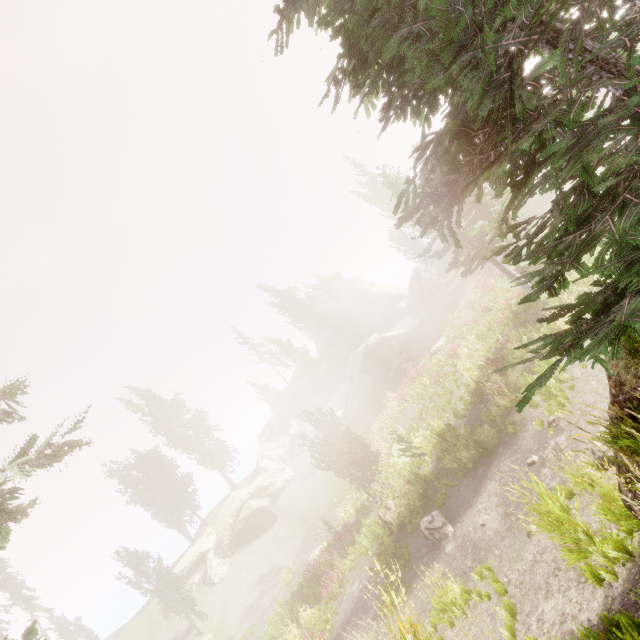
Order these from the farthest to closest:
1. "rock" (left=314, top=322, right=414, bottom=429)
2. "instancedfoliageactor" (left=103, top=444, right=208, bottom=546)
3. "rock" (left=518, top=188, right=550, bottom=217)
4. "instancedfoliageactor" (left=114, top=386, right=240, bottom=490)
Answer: "instancedfoliageactor" (left=114, top=386, right=240, bottom=490)
"instancedfoliageactor" (left=103, top=444, right=208, bottom=546)
"rock" (left=314, top=322, right=414, bottom=429)
"rock" (left=518, top=188, right=550, bottom=217)

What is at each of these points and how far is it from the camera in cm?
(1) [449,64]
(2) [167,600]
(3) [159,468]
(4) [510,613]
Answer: (1) instancedfoliageactor, 306
(2) instancedfoliageactor, 2894
(3) instancedfoliageactor, 4291
(4) instancedfoliageactor, 680

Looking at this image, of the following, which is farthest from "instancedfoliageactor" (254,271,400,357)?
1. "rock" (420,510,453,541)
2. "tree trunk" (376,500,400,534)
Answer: "tree trunk" (376,500,400,534)

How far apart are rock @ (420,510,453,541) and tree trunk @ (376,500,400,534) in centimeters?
264cm

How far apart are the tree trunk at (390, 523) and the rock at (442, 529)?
2.64m

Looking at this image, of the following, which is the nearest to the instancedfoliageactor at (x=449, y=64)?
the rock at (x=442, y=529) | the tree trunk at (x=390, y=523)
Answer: the rock at (x=442, y=529)

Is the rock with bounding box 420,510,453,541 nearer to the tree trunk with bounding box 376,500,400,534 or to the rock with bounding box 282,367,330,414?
the tree trunk with bounding box 376,500,400,534

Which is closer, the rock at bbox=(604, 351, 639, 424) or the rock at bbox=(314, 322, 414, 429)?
the rock at bbox=(604, 351, 639, 424)
